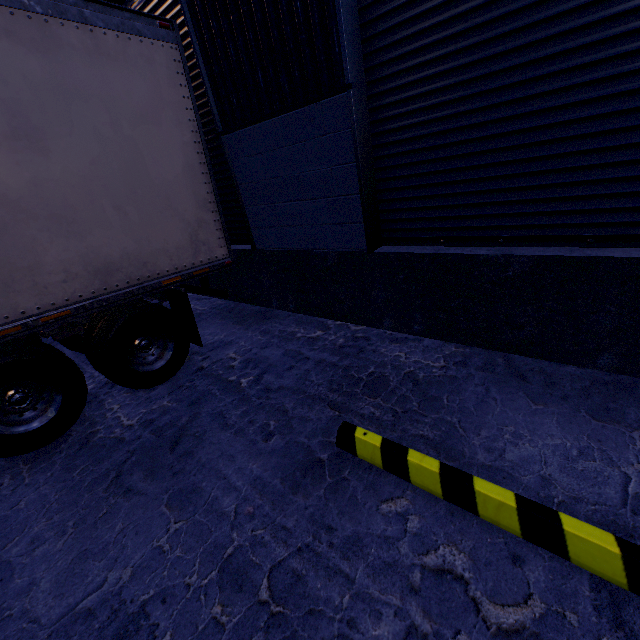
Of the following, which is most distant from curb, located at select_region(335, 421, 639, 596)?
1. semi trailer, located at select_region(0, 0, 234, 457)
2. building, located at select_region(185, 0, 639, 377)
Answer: semi trailer, located at select_region(0, 0, 234, 457)

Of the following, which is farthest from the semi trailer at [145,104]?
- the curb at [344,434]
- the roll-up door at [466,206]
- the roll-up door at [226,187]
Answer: the curb at [344,434]

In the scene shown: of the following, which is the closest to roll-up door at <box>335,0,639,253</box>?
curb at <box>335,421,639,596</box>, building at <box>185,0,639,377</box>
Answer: building at <box>185,0,639,377</box>

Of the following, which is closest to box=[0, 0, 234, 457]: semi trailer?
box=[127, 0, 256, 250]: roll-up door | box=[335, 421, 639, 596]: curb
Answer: box=[127, 0, 256, 250]: roll-up door

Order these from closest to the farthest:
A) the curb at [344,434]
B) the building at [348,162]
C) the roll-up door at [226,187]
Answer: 1. the curb at [344,434]
2. the building at [348,162]
3. the roll-up door at [226,187]

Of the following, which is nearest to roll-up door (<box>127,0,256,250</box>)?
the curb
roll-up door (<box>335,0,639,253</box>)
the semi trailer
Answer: the semi trailer

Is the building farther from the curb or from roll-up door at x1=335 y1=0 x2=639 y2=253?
the curb

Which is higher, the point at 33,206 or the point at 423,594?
the point at 33,206
